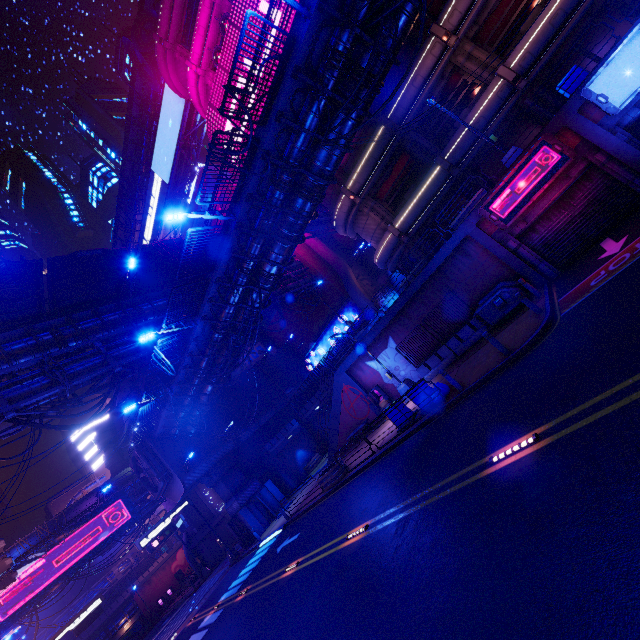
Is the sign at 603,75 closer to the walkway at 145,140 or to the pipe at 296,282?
Answer: the pipe at 296,282

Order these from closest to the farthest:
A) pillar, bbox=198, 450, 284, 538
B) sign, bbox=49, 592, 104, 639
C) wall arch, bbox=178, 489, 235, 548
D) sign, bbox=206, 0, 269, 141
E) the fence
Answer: the fence
sign, bbox=206, 0, 269, 141
pillar, bbox=198, 450, 284, 538
sign, bbox=49, 592, 104, 639
wall arch, bbox=178, 489, 235, 548

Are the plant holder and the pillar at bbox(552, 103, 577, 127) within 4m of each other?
no

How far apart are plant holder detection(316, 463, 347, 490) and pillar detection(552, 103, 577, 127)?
18.7 meters

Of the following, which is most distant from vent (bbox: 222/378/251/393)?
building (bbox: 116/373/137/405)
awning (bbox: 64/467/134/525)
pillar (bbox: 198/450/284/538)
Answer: awning (bbox: 64/467/134/525)

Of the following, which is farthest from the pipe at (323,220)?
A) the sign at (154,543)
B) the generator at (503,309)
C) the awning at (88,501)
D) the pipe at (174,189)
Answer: the pipe at (174,189)

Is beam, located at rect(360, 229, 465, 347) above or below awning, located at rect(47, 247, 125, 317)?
below

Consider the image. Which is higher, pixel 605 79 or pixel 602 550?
pixel 605 79
